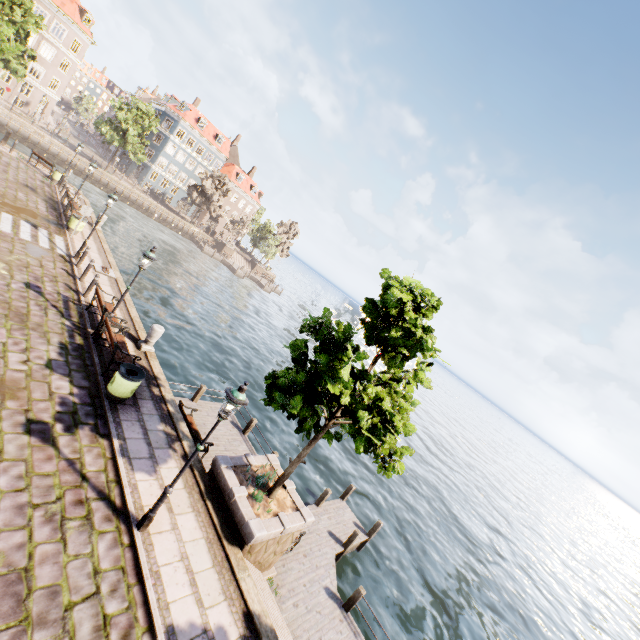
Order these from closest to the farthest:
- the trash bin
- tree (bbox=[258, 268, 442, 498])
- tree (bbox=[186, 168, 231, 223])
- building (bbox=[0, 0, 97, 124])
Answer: tree (bbox=[258, 268, 442, 498]) < the trash bin < building (bbox=[0, 0, 97, 124]) < tree (bbox=[186, 168, 231, 223])

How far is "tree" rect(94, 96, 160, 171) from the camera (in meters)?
42.03

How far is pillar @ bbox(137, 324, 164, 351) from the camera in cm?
1223

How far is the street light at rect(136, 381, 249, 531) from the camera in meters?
6.1

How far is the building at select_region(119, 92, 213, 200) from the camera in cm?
5528

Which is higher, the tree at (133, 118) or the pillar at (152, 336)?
the tree at (133, 118)

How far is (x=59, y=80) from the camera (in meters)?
45.56

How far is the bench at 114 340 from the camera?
9.73m
